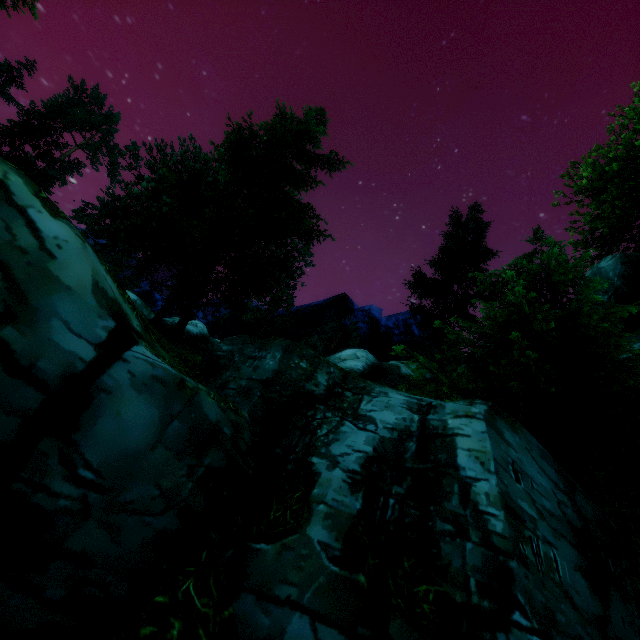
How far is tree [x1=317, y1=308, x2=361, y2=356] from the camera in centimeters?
4328cm

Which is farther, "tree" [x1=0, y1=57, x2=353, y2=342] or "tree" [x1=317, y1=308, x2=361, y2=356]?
"tree" [x1=317, y1=308, x2=361, y2=356]

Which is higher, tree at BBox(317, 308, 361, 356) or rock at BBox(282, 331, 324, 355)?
tree at BBox(317, 308, 361, 356)

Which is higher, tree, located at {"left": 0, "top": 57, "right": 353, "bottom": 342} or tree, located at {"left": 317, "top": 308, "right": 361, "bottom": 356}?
tree, located at {"left": 317, "top": 308, "right": 361, "bottom": 356}

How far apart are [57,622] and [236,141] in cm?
1193

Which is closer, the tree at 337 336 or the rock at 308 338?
the rock at 308 338

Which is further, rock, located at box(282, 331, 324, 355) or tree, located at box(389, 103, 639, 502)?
rock, located at box(282, 331, 324, 355)

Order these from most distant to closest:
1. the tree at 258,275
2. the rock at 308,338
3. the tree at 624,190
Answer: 1. the rock at 308,338
2. the tree at 258,275
3. the tree at 624,190
